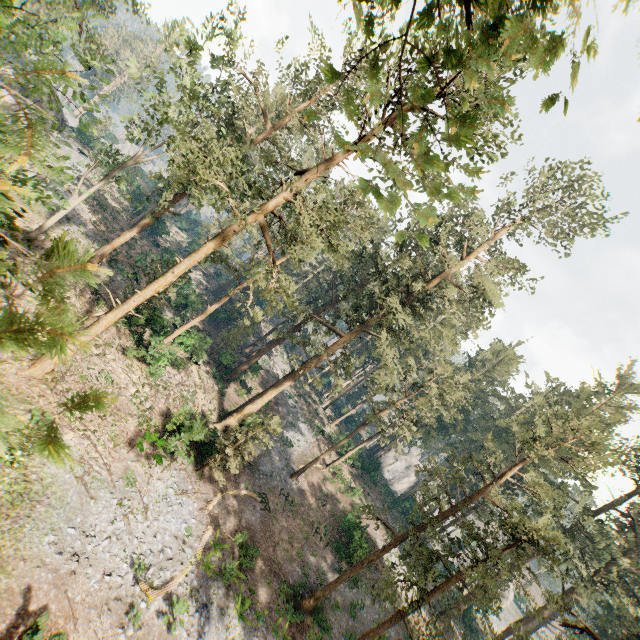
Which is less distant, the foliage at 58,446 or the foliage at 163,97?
the foliage at 58,446

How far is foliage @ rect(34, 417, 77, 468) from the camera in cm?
75

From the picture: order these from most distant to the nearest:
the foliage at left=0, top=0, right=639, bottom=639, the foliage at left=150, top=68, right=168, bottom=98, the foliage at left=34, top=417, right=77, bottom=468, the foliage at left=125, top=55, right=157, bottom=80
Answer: the foliage at left=125, top=55, right=157, bottom=80, the foliage at left=150, top=68, right=168, bottom=98, the foliage at left=0, top=0, right=639, bottom=639, the foliage at left=34, top=417, right=77, bottom=468

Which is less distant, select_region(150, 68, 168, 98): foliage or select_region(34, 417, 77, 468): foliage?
select_region(34, 417, 77, 468): foliage

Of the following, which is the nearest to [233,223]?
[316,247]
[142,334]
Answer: [316,247]

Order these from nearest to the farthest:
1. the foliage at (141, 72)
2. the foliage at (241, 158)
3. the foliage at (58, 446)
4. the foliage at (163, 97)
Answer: the foliage at (58, 446) → the foliage at (241, 158) → the foliage at (163, 97) → the foliage at (141, 72)
